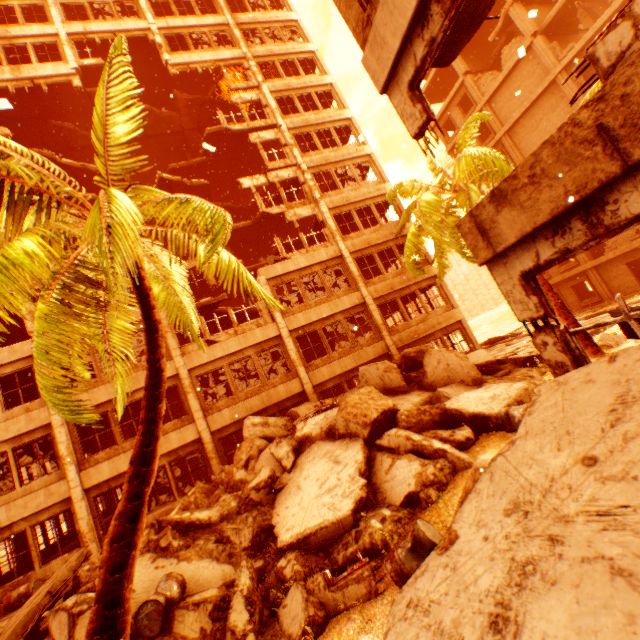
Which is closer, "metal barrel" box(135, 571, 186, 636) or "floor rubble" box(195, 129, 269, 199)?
"metal barrel" box(135, 571, 186, 636)

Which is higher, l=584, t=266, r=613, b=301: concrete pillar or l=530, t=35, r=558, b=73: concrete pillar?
l=530, t=35, r=558, b=73: concrete pillar

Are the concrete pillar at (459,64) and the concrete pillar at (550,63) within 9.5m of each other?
yes

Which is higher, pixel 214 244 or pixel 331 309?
pixel 331 309

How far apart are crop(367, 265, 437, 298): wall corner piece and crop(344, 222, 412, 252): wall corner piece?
2.2 meters

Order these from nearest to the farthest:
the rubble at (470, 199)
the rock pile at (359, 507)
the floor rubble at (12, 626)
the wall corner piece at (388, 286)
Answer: the rock pile at (359, 507) → the floor rubble at (12, 626) → the rubble at (470, 199) → the wall corner piece at (388, 286)

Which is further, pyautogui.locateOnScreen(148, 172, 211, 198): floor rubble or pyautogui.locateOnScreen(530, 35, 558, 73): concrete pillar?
pyautogui.locateOnScreen(530, 35, 558, 73): concrete pillar

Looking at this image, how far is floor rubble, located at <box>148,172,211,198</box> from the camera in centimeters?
2012cm
